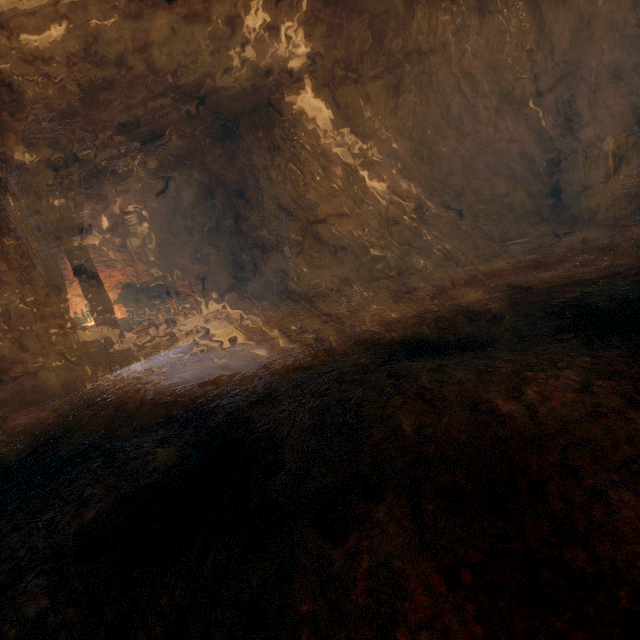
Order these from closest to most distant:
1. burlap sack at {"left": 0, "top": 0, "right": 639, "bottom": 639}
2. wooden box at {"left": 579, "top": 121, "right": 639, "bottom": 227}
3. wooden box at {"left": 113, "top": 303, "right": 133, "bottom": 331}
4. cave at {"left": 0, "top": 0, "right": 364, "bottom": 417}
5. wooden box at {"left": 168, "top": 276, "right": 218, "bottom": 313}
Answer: burlap sack at {"left": 0, "top": 0, "right": 639, "bottom": 639}
cave at {"left": 0, "top": 0, "right": 364, "bottom": 417}
wooden box at {"left": 579, "top": 121, "right": 639, "bottom": 227}
wooden box at {"left": 113, "top": 303, "right": 133, "bottom": 331}
wooden box at {"left": 168, "top": 276, "right": 218, "bottom": 313}

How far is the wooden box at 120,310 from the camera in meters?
12.7 m

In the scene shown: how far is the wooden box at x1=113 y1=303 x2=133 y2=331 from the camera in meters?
12.7

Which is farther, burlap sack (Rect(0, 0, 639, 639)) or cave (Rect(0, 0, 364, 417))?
cave (Rect(0, 0, 364, 417))

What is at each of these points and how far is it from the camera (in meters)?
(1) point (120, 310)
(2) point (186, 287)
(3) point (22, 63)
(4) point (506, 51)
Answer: (1) wooden box, 12.74
(2) wooden box, 13.38
(3) cave, 4.50
(4) burlap sack, 7.59

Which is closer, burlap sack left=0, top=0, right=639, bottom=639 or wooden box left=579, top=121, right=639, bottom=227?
burlap sack left=0, top=0, right=639, bottom=639

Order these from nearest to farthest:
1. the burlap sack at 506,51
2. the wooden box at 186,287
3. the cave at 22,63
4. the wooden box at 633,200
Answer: the burlap sack at 506,51
the cave at 22,63
the wooden box at 633,200
the wooden box at 186,287

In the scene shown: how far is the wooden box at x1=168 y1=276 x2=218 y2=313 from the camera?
13.3 meters
